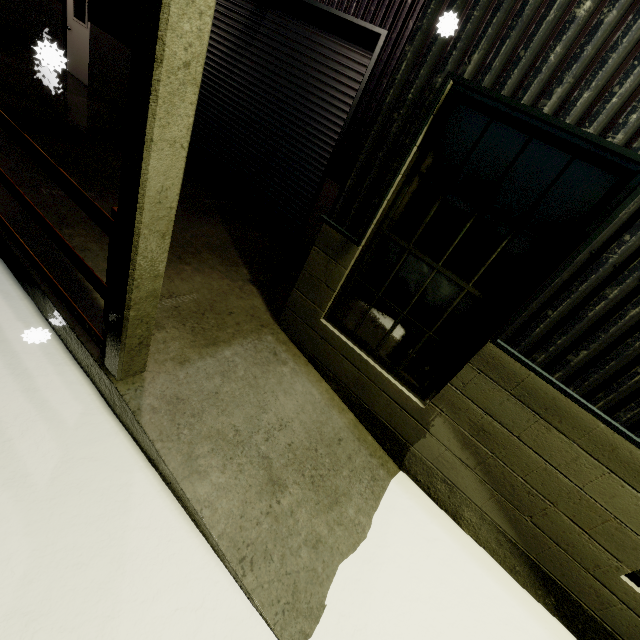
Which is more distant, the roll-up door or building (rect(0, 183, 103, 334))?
the roll-up door

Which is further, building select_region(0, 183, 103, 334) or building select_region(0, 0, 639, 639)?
building select_region(0, 183, 103, 334)

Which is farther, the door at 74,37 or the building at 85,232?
the door at 74,37

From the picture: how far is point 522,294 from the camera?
2.7m

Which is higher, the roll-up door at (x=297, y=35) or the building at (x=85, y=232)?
the roll-up door at (x=297, y=35)

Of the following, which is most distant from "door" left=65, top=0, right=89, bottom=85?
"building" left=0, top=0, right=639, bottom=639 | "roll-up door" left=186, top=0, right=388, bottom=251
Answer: "roll-up door" left=186, top=0, right=388, bottom=251

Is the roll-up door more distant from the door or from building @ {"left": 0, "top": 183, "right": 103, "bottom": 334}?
the door
